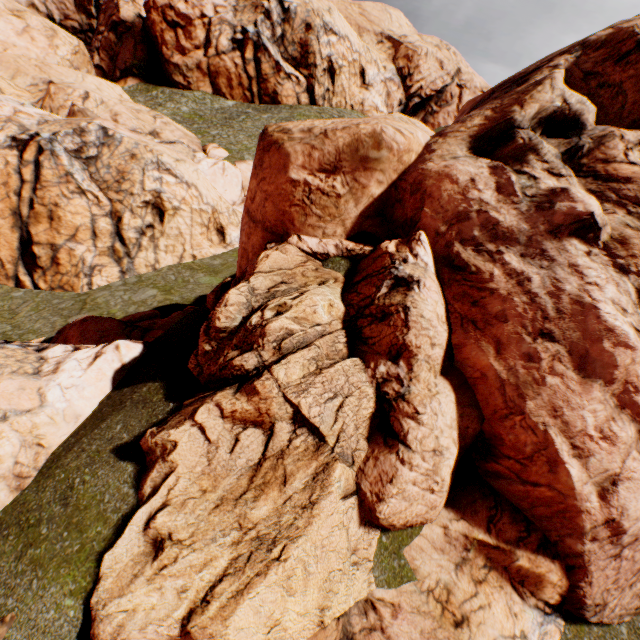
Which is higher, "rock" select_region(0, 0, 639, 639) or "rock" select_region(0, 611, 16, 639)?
"rock" select_region(0, 0, 639, 639)

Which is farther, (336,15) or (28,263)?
(336,15)

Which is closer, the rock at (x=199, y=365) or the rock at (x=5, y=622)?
the rock at (x=5, y=622)

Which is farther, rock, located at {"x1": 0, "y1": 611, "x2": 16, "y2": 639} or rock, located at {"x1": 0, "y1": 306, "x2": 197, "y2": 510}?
rock, located at {"x1": 0, "y1": 306, "x2": 197, "y2": 510}

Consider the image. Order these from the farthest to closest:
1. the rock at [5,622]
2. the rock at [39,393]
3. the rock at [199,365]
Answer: the rock at [39,393] < the rock at [199,365] < the rock at [5,622]

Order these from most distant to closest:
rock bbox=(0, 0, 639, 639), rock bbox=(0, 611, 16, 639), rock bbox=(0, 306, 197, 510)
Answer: rock bbox=(0, 306, 197, 510), rock bbox=(0, 0, 639, 639), rock bbox=(0, 611, 16, 639)
